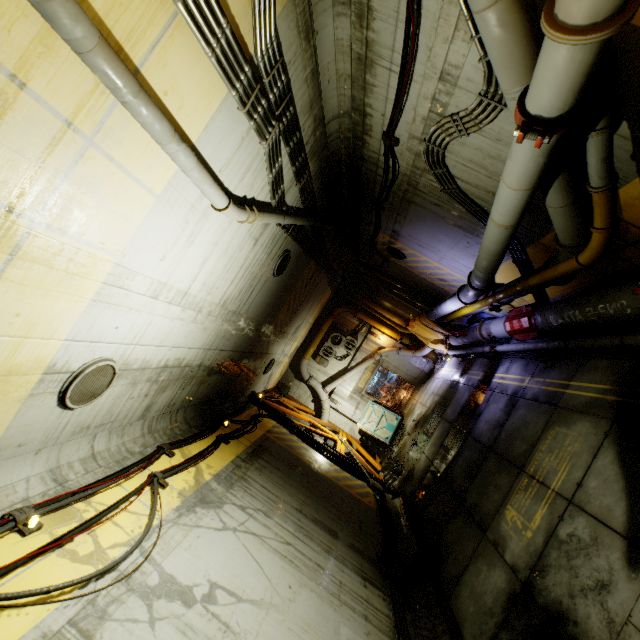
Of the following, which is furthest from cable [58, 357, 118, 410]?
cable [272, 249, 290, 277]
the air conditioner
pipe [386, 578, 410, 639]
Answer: the air conditioner

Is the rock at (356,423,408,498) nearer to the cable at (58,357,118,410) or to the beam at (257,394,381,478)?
the beam at (257,394,381,478)

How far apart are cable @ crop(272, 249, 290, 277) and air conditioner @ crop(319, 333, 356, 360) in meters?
9.8 m

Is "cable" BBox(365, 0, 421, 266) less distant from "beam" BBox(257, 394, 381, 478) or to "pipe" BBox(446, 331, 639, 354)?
"pipe" BBox(446, 331, 639, 354)

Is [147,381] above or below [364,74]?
above

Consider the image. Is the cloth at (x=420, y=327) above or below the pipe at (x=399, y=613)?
above

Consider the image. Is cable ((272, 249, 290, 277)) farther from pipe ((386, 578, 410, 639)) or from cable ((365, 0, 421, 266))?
pipe ((386, 578, 410, 639))

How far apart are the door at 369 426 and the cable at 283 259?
11.4m
